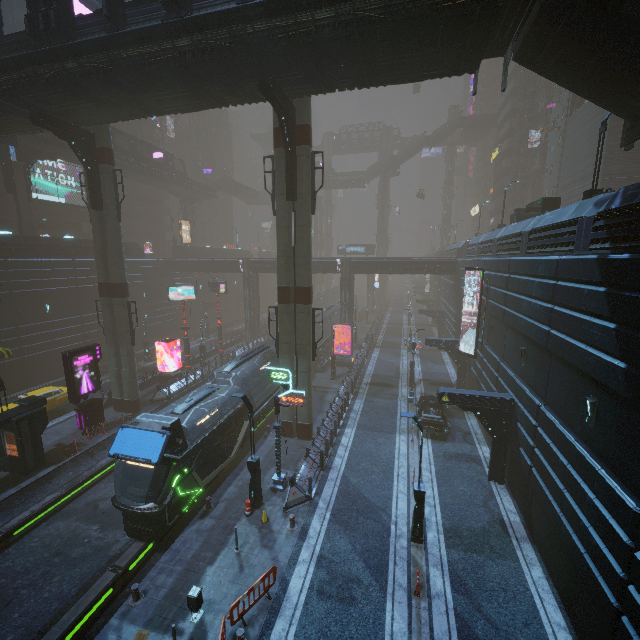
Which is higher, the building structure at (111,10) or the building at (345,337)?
the building structure at (111,10)

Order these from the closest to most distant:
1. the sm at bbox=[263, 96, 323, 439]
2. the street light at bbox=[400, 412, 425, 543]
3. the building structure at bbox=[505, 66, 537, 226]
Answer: the street light at bbox=[400, 412, 425, 543] < the sm at bbox=[263, 96, 323, 439] < the building structure at bbox=[505, 66, 537, 226]

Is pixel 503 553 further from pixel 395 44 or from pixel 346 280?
pixel 346 280

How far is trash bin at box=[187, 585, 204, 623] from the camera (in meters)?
10.49

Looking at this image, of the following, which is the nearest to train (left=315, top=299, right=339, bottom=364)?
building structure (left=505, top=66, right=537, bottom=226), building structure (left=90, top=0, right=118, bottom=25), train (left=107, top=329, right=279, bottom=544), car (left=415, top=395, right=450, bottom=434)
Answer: train (left=107, top=329, right=279, bottom=544)

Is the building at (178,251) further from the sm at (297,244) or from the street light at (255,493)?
the street light at (255,493)

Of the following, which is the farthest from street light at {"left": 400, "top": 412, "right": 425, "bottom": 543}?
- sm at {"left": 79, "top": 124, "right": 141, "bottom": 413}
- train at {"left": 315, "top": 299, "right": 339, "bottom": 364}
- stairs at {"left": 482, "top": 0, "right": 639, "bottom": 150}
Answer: train at {"left": 315, "top": 299, "right": 339, "bottom": 364}

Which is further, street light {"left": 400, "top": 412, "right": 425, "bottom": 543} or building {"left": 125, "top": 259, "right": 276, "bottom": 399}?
building {"left": 125, "top": 259, "right": 276, "bottom": 399}
